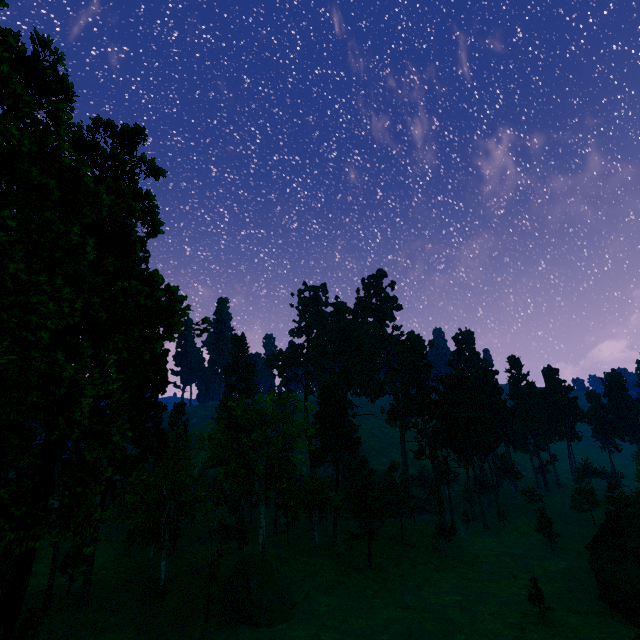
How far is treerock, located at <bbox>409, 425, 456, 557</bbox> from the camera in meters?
48.3

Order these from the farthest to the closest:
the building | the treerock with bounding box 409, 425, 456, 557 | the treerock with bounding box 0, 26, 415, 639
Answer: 1. the treerock with bounding box 409, 425, 456, 557
2. the building
3. the treerock with bounding box 0, 26, 415, 639

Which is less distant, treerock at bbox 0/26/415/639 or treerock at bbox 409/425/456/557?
treerock at bbox 0/26/415/639

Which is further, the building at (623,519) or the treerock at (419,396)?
the treerock at (419,396)

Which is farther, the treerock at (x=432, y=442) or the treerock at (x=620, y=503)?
the treerock at (x=620, y=503)

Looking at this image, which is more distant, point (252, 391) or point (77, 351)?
point (252, 391)
